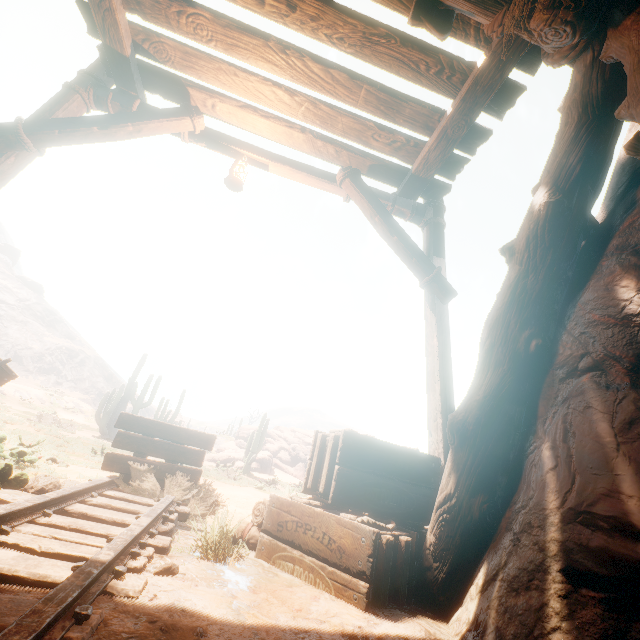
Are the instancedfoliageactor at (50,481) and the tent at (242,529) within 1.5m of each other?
yes

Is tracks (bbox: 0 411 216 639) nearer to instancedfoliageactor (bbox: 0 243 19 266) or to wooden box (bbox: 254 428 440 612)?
wooden box (bbox: 254 428 440 612)

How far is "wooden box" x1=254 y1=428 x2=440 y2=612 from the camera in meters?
2.1 m

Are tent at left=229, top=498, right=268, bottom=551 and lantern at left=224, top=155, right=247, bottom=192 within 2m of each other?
no

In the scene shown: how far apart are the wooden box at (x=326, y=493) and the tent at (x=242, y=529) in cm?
2

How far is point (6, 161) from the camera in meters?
3.3

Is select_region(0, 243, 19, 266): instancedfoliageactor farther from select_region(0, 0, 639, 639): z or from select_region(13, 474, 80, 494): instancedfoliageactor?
select_region(13, 474, 80, 494): instancedfoliageactor

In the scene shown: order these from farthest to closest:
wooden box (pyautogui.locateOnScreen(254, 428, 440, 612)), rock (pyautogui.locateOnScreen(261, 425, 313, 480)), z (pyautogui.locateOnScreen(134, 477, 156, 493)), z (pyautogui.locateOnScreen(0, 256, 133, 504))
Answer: rock (pyautogui.locateOnScreen(261, 425, 313, 480)) → z (pyautogui.locateOnScreen(0, 256, 133, 504)) → z (pyautogui.locateOnScreen(134, 477, 156, 493)) → wooden box (pyautogui.locateOnScreen(254, 428, 440, 612))
